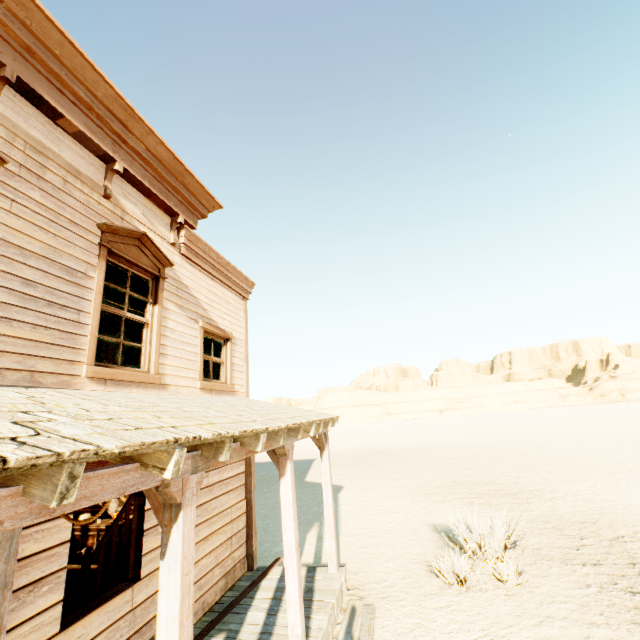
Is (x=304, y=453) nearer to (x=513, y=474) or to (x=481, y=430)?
(x=513, y=474)

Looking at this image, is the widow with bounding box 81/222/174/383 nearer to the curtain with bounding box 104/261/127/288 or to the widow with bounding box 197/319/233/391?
the curtain with bounding box 104/261/127/288

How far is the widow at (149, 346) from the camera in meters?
4.1 m

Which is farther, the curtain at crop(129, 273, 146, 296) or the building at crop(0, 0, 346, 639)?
the curtain at crop(129, 273, 146, 296)

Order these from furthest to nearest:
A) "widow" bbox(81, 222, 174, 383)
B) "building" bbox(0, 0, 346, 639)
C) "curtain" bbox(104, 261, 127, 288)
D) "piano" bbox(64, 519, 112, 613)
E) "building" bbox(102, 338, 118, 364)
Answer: "building" bbox(102, 338, 118, 364), "piano" bbox(64, 519, 112, 613), "curtain" bbox(104, 261, 127, 288), "widow" bbox(81, 222, 174, 383), "building" bbox(0, 0, 346, 639)

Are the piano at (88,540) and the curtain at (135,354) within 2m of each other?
no

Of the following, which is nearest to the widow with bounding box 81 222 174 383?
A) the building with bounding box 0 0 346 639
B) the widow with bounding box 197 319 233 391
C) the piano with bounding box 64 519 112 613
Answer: the building with bounding box 0 0 346 639

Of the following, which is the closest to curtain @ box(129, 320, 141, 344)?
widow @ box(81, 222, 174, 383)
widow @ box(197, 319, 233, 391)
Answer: widow @ box(81, 222, 174, 383)
